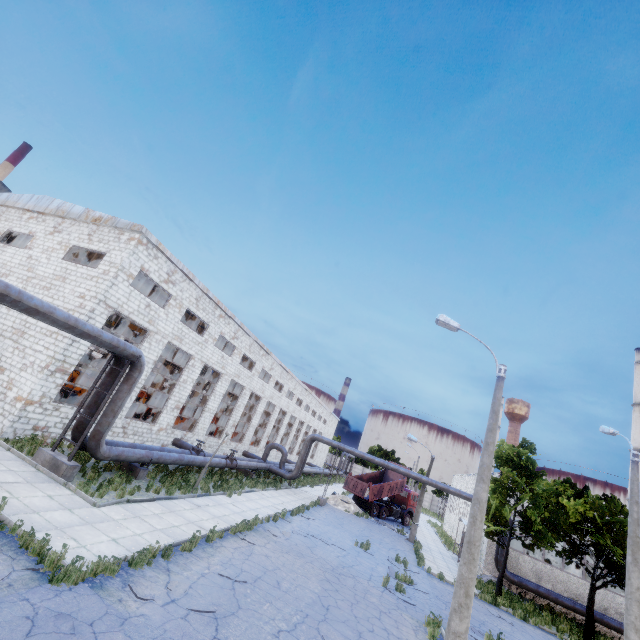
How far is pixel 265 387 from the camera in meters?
35.2

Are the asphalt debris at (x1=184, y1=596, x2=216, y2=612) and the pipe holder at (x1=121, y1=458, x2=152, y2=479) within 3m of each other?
no

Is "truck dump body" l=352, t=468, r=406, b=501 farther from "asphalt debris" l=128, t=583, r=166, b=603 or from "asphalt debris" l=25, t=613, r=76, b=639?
"asphalt debris" l=25, t=613, r=76, b=639

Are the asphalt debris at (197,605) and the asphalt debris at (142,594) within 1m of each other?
yes

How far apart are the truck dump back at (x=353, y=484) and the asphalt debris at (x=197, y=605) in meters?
26.8 m

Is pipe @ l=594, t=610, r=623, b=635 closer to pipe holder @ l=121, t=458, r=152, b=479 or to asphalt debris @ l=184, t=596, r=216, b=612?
pipe holder @ l=121, t=458, r=152, b=479

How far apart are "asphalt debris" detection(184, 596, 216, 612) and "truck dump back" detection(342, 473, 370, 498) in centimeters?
2675cm

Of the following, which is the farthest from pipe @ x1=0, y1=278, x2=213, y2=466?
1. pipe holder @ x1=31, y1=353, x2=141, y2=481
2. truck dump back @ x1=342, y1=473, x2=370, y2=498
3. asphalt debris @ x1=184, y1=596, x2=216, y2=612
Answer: truck dump back @ x1=342, y1=473, x2=370, y2=498
